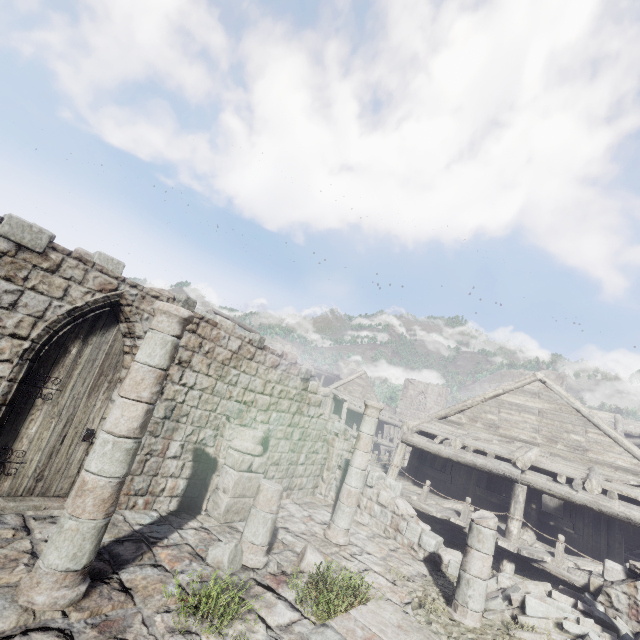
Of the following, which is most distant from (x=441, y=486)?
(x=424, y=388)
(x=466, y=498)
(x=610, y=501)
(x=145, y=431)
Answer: (x=424, y=388)

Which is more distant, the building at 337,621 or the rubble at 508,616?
the rubble at 508,616

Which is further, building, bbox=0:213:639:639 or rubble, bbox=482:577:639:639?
rubble, bbox=482:577:639:639
